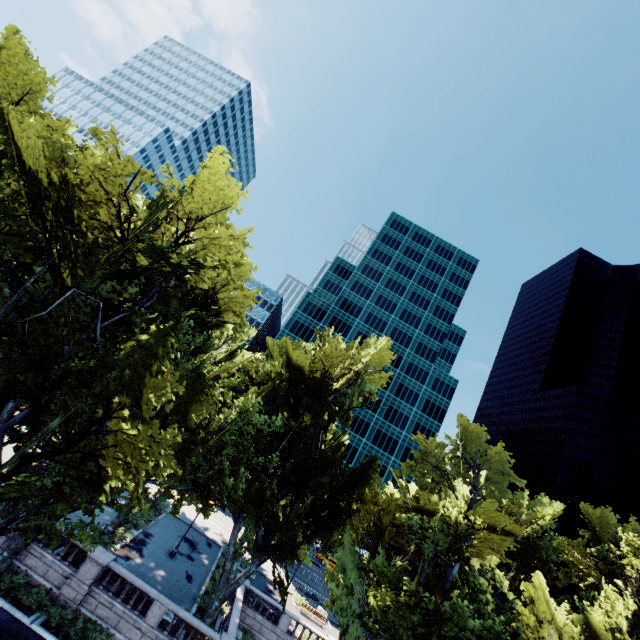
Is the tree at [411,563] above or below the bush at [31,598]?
above

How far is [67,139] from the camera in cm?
1460

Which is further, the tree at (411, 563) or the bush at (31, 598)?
the bush at (31, 598)

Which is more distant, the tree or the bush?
the bush

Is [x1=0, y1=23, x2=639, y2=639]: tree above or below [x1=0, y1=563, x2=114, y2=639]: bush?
above
